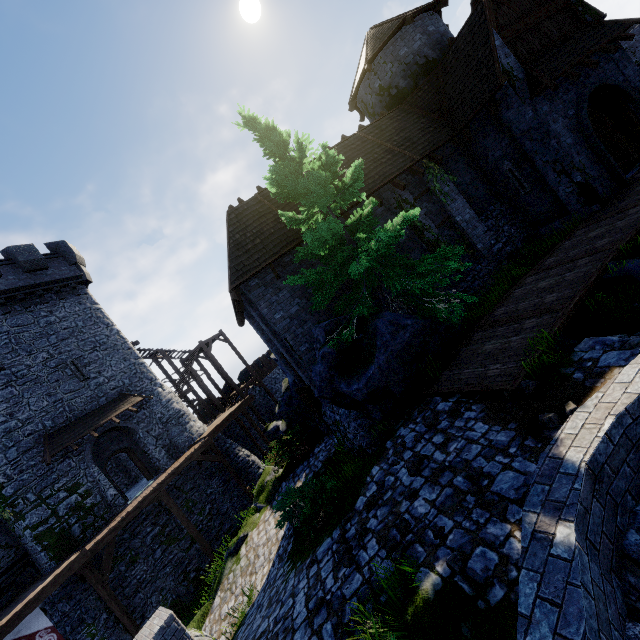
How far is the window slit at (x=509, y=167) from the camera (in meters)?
13.48

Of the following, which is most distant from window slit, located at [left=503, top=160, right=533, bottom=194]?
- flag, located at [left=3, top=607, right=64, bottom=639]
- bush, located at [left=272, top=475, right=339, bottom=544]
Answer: flag, located at [left=3, top=607, right=64, bottom=639]

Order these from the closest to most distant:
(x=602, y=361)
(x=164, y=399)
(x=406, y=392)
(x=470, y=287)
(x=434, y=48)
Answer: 1. (x=602, y=361)
2. (x=406, y=392)
3. (x=470, y=287)
4. (x=434, y=48)
5. (x=164, y=399)

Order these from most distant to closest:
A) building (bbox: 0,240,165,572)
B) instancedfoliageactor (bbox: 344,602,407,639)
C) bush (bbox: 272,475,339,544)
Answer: building (bbox: 0,240,165,572)
bush (bbox: 272,475,339,544)
instancedfoliageactor (bbox: 344,602,407,639)

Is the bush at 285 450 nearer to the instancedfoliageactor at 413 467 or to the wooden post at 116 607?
the wooden post at 116 607

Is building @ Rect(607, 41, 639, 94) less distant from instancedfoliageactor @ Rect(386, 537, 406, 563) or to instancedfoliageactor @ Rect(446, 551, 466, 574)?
instancedfoliageactor @ Rect(386, 537, 406, 563)

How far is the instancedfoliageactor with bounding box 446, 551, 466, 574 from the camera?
3.75m

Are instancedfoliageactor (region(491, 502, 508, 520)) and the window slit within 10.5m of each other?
no
